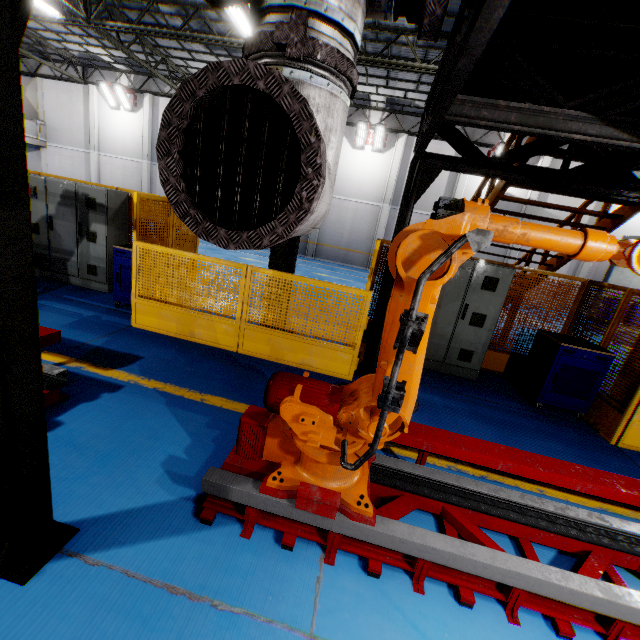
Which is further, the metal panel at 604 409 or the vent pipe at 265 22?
the metal panel at 604 409

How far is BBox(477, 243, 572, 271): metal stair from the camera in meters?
6.9 m

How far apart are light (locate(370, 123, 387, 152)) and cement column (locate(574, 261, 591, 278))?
12.38m

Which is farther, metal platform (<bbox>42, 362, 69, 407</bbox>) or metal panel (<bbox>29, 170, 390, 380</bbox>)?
metal panel (<bbox>29, 170, 390, 380</bbox>)

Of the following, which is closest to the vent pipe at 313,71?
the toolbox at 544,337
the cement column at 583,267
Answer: the toolbox at 544,337

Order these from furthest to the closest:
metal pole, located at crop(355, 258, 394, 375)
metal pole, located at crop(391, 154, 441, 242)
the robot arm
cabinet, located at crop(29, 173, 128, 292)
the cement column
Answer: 1. the cement column
2. cabinet, located at crop(29, 173, 128, 292)
3. metal pole, located at crop(355, 258, 394, 375)
4. metal pole, located at crop(391, 154, 441, 242)
5. the robot arm

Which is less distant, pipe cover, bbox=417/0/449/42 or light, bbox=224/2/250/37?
pipe cover, bbox=417/0/449/42

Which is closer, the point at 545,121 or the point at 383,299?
the point at 545,121
